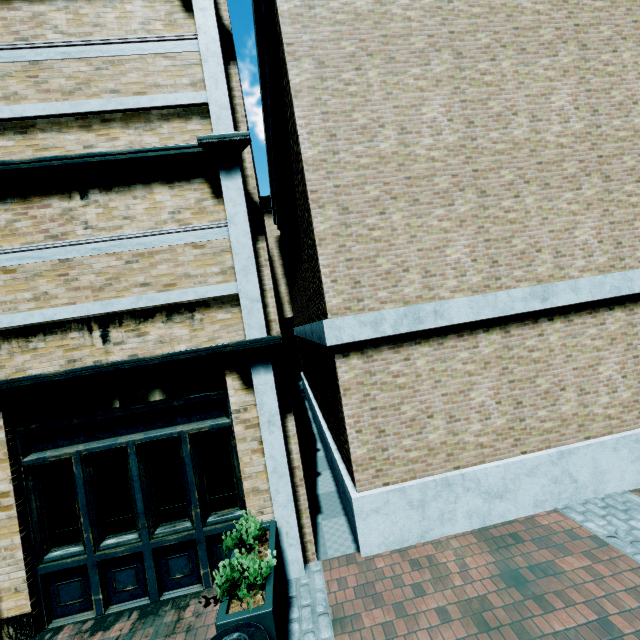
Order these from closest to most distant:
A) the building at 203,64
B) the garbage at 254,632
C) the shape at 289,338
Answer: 1. the garbage at 254,632
2. the building at 203,64
3. the shape at 289,338

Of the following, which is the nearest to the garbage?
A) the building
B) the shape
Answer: the building

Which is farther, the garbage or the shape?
the shape

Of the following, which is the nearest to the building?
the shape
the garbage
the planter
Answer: the planter

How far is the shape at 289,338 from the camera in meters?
25.6 m

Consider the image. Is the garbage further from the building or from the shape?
the shape

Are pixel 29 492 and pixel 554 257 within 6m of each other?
no
